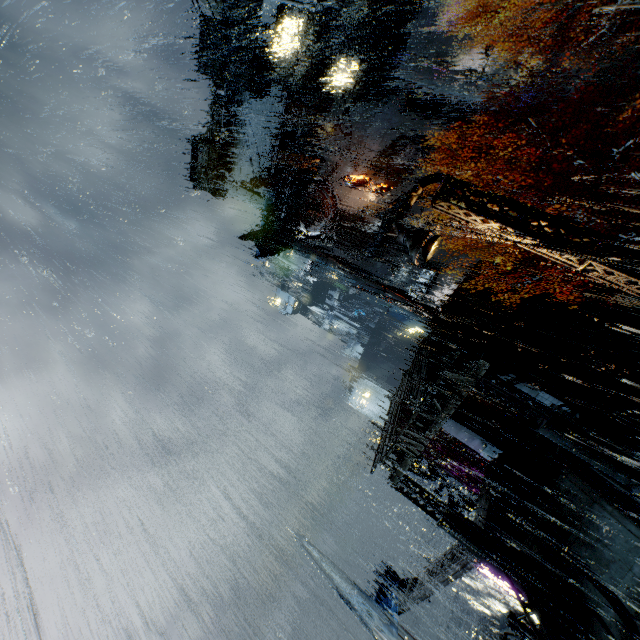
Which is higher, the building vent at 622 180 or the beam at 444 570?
the building vent at 622 180

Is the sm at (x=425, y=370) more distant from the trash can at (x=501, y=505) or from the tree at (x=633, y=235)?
the trash can at (x=501, y=505)

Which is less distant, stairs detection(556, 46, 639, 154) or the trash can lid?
the trash can lid

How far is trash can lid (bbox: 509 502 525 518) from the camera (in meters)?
15.97

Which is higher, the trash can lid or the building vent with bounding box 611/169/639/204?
the building vent with bounding box 611/169/639/204

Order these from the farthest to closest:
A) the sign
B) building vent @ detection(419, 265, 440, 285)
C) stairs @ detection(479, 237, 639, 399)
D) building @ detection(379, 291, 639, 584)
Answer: building vent @ detection(419, 265, 440, 285) < the sign < stairs @ detection(479, 237, 639, 399) < building @ detection(379, 291, 639, 584)

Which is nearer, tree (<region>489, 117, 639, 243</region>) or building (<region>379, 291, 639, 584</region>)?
building (<region>379, 291, 639, 584</region>)

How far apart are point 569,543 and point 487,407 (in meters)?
11.91
